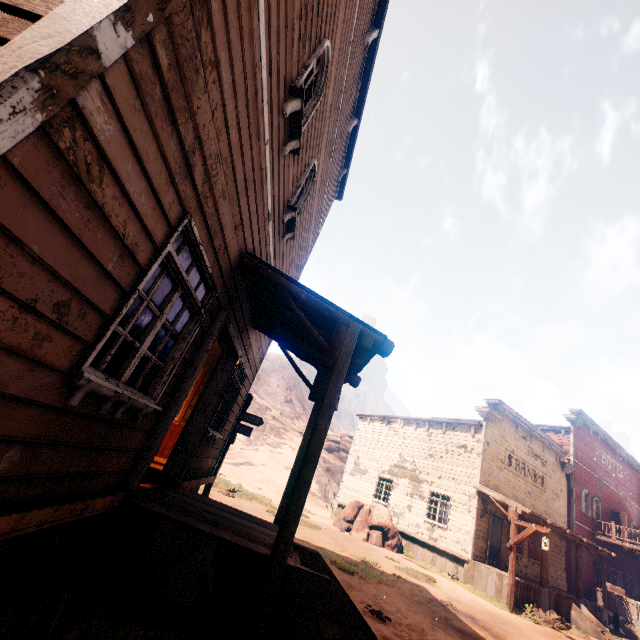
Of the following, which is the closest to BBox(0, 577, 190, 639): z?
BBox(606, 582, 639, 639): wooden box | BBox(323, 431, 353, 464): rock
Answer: BBox(606, 582, 639, 639): wooden box

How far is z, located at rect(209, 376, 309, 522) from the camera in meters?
14.1 m

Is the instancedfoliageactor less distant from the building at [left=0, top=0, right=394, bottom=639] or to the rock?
the building at [left=0, top=0, right=394, bottom=639]

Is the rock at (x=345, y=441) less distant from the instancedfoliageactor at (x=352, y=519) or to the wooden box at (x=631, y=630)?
the instancedfoliageactor at (x=352, y=519)

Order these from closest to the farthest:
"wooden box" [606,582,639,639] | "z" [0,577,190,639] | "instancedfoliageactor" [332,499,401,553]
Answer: "z" [0,577,190,639], "instancedfoliageactor" [332,499,401,553], "wooden box" [606,582,639,639]

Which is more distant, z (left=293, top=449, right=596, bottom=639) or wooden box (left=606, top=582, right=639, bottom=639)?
wooden box (left=606, top=582, right=639, bottom=639)

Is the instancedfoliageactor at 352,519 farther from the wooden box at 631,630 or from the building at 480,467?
the wooden box at 631,630

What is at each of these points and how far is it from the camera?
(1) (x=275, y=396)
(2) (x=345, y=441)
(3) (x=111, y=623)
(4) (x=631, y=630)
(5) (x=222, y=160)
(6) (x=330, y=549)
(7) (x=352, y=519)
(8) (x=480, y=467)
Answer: (1) z, 56.97m
(2) rock, 55.28m
(3) z, 2.46m
(4) wooden box, 17.81m
(5) building, 3.02m
(6) z, 10.73m
(7) instancedfoliageactor, 16.78m
(8) building, 16.28m
